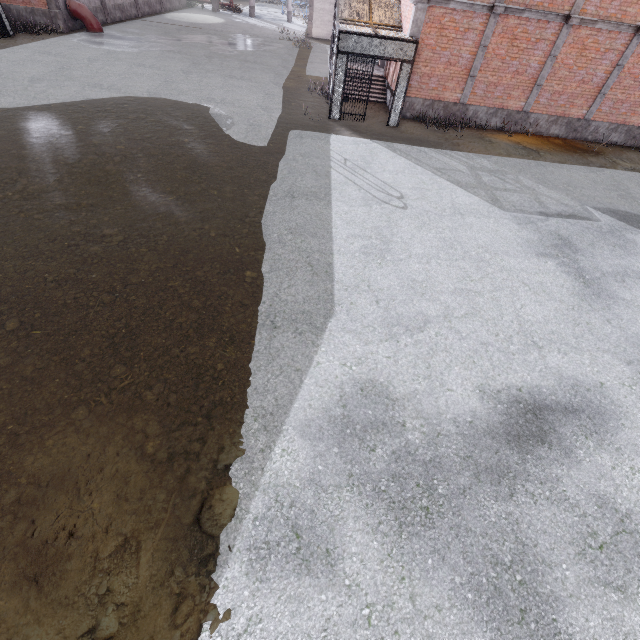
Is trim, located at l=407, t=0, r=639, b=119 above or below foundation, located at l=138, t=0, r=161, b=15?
above

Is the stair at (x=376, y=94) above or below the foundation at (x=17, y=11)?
below

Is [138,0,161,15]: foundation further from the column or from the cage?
the column

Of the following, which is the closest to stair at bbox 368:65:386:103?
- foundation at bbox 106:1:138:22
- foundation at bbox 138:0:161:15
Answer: foundation at bbox 106:1:138:22

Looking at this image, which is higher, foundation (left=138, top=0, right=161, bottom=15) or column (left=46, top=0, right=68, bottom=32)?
column (left=46, top=0, right=68, bottom=32)

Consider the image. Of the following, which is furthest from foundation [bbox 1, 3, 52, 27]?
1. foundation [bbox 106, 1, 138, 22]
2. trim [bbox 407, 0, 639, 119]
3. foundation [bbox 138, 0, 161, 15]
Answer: trim [bbox 407, 0, 639, 119]

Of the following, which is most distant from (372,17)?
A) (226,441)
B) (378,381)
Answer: (226,441)

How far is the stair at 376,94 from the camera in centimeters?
1655cm
